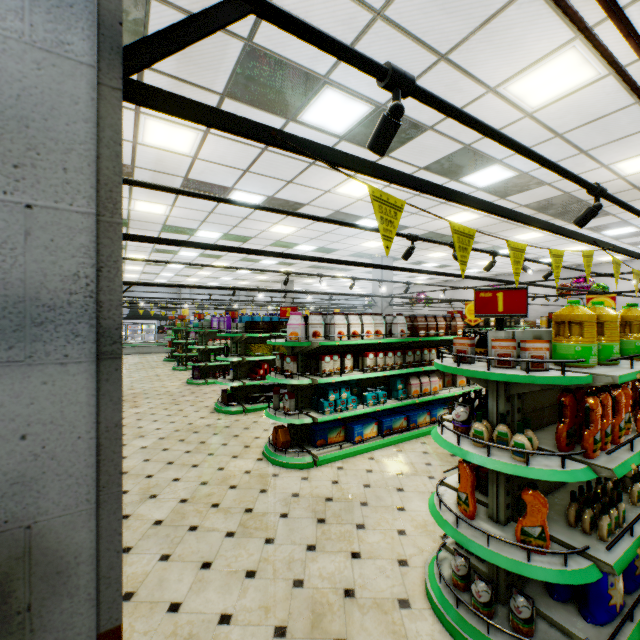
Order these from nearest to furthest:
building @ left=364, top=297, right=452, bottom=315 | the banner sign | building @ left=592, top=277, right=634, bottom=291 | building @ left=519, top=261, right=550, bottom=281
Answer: the banner sign
building @ left=364, top=297, right=452, bottom=315
building @ left=592, top=277, right=634, bottom=291
building @ left=519, top=261, right=550, bottom=281

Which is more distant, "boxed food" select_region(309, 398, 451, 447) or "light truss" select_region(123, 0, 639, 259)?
"boxed food" select_region(309, 398, 451, 447)

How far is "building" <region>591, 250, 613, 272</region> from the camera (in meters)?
13.36

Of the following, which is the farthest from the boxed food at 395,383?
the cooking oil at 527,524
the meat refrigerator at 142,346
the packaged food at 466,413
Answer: the meat refrigerator at 142,346

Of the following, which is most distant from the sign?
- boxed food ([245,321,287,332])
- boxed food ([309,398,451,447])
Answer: boxed food ([245,321,287,332])

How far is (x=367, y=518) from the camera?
3.66m

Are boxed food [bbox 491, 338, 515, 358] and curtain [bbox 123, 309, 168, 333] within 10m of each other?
no

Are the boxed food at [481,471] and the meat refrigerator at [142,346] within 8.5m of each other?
no
